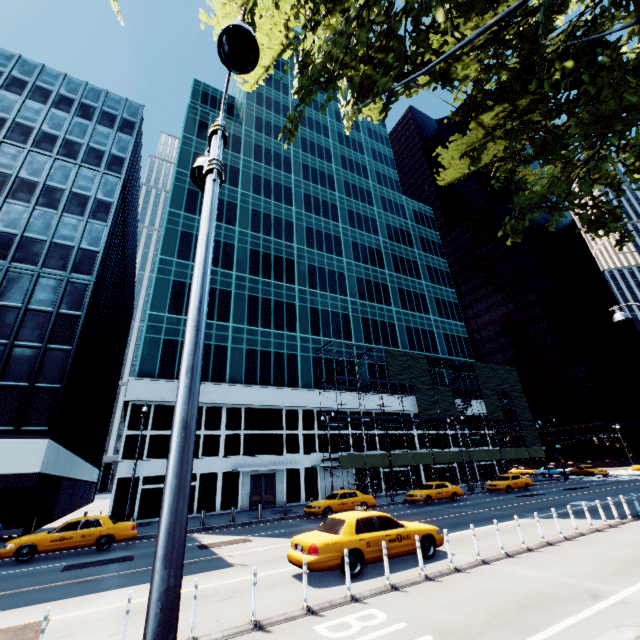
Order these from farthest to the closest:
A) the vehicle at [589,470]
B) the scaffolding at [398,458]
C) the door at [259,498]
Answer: the vehicle at [589,470]
the scaffolding at [398,458]
the door at [259,498]

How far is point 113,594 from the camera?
9.0m

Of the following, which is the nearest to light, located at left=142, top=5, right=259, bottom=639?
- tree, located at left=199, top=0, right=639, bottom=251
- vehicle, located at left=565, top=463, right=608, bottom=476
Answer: tree, located at left=199, top=0, right=639, bottom=251

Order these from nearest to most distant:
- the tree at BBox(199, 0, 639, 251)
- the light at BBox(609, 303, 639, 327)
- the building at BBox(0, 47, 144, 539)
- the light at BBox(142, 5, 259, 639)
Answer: the light at BBox(142, 5, 259, 639) → the tree at BBox(199, 0, 639, 251) → the light at BBox(609, 303, 639, 327) → the building at BBox(0, 47, 144, 539)

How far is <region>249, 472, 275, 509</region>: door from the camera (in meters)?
28.78

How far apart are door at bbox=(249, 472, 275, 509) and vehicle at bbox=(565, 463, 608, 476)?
41.9 meters

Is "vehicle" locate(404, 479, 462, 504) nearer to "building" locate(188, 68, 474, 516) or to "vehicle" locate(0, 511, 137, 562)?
"building" locate(188, 68, 474, 516)

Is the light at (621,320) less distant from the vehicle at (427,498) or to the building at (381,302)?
the vehicle at (427,498)
